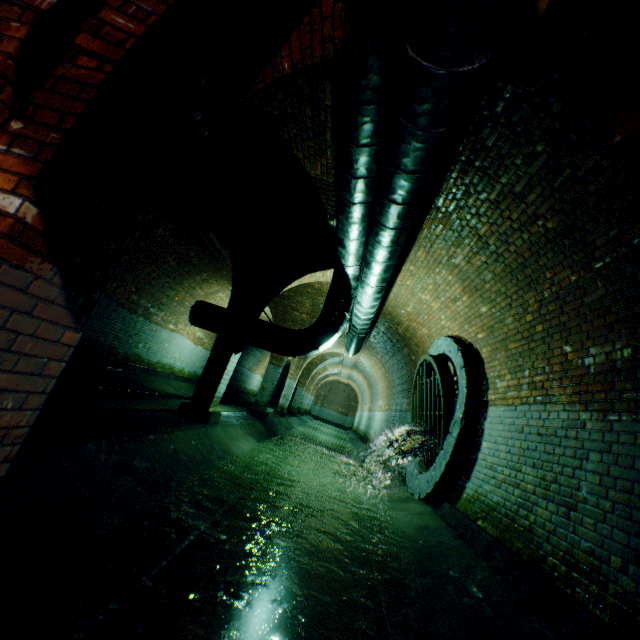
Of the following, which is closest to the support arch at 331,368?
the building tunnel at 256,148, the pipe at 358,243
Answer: the building tunnel at 256,148

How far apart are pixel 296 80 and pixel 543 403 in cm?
477

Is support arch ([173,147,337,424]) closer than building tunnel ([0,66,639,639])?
No

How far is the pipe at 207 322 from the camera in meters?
7.0 m

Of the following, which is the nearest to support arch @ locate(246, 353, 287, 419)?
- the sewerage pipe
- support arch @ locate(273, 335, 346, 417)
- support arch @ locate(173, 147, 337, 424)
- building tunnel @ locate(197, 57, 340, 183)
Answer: building tunnel @ locate(197, 57, 340, 183)

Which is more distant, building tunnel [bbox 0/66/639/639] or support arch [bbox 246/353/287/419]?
support arch [bbox 246/353/287/419]

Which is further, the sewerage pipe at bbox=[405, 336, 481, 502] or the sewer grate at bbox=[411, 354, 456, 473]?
the sewer grate at bbox=[411, 354, 456, 473]

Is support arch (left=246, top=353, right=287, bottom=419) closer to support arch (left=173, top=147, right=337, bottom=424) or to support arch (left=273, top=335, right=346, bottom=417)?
support arch (left=173, top=147, right=337, bottom=424)
